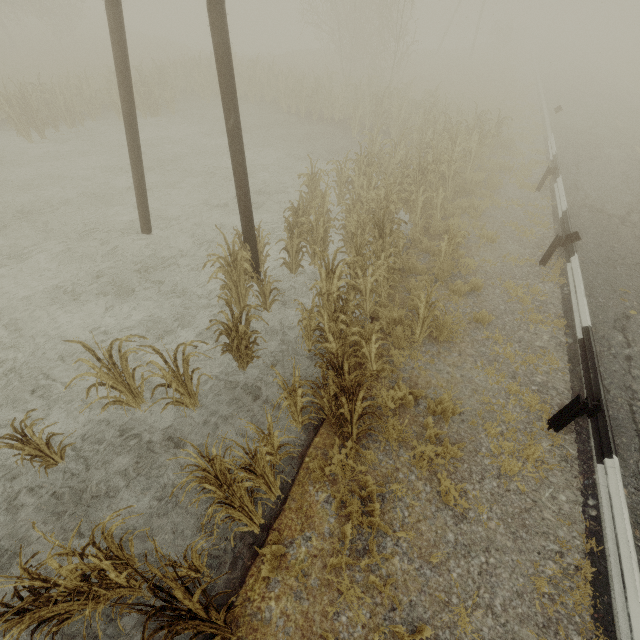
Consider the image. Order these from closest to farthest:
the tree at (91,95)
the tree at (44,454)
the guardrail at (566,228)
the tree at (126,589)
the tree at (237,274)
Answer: the tree at (126,589) < the tree at (44,454) < the tree at (237,274) < the guardrail at (566,228) < the tree at (91,95)

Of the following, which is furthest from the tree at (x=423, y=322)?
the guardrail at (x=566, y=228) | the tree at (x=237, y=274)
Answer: the tree at (x=237, y=274)

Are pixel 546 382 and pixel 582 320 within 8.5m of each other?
yes

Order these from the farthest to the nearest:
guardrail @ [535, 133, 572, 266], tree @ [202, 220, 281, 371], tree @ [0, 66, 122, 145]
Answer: tree @ [0, 66, 122, 145], guardrail @ [535, 133, 572, 266], tree @ [202, 220, 281, 371]

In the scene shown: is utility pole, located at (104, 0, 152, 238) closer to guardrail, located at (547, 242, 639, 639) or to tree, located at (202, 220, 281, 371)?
tree, located at (202, 220, 281, 371)

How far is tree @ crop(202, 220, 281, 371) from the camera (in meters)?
5.24

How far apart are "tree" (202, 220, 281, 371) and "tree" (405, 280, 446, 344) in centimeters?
323cm

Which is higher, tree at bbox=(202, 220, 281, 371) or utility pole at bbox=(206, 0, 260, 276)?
utility pole at bbox=(206, 0, 260, 276)
